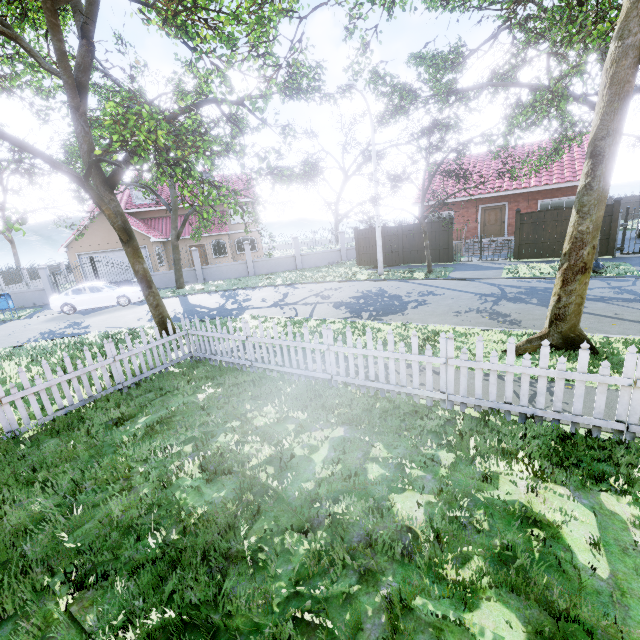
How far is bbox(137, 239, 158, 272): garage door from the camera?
25.83m

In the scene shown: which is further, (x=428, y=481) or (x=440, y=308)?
(x=440, y=308)

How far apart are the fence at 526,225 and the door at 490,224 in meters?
5.5 m

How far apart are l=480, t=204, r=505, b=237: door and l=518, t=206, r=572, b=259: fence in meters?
5.5 m

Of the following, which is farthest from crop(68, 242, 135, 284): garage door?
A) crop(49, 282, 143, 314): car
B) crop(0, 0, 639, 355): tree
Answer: crop(49, 282, 143, 314): car

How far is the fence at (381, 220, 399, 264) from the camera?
20.0 meters

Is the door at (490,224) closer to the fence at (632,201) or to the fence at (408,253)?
the fence at (408,253)

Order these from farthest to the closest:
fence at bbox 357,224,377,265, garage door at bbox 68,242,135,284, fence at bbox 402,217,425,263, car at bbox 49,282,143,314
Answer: garage door at bbox 68,242,135,284, fence at bbox 357,224,377,265, fence at bbox 402,217,425,263, car at bbox 49,282,143,314
